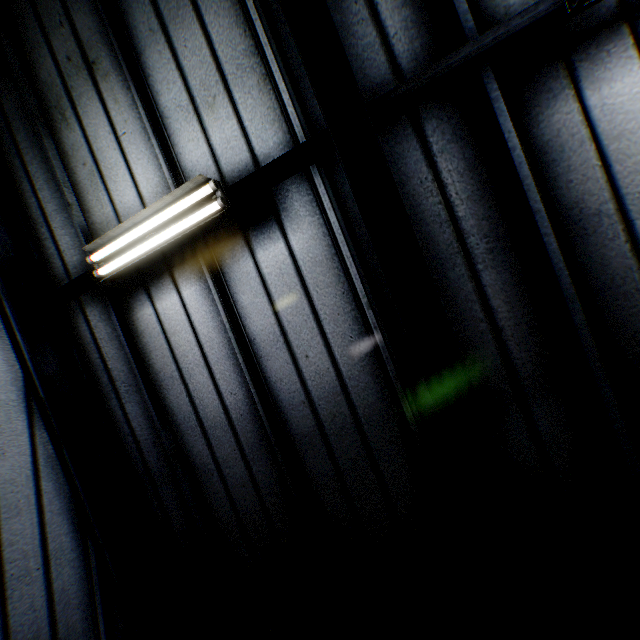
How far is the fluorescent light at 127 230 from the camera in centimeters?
285cm

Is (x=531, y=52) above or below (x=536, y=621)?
above

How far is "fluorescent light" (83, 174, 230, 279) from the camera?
2.8m
